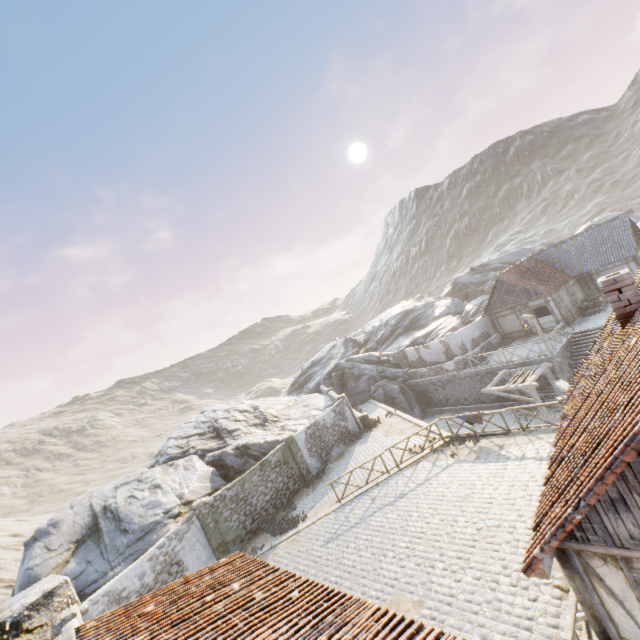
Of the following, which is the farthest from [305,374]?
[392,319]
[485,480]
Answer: [485,480]

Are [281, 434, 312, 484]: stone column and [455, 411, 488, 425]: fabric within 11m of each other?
yes

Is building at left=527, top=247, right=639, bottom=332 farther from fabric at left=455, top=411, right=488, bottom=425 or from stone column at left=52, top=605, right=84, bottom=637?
stone column at left=52, top=605, right=84, bottom=637

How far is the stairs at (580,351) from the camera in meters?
22.2

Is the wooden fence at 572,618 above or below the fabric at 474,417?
above

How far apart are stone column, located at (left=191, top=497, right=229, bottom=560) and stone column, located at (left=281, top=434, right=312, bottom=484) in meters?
5.5 m

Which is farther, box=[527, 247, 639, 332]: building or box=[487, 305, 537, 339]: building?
box=[487, 305, 537, 339]: building

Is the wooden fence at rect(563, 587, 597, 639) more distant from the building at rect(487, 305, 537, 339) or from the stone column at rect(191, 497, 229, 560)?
the building at rect(487, 305, 537, 339)
